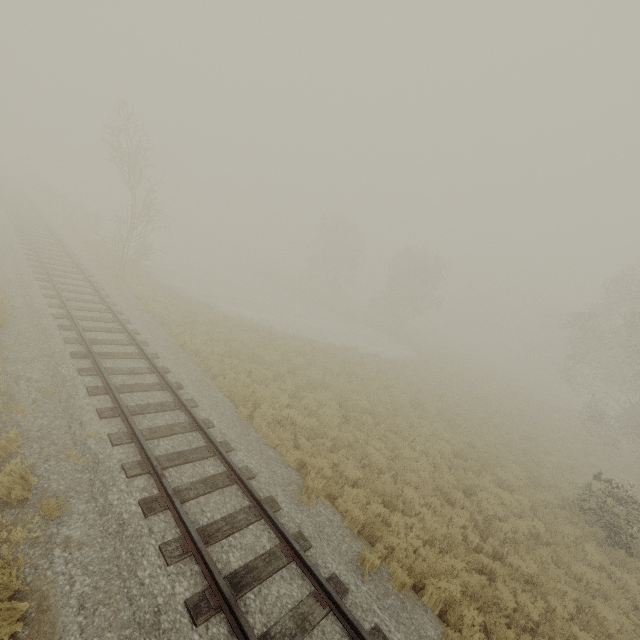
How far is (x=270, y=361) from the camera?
16.1 meters
